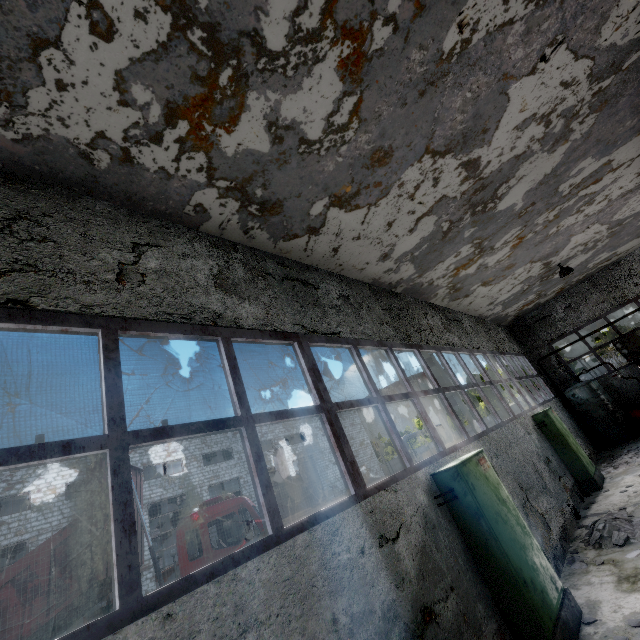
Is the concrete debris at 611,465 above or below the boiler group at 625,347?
below

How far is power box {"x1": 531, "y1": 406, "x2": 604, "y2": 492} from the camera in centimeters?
→ 968cm

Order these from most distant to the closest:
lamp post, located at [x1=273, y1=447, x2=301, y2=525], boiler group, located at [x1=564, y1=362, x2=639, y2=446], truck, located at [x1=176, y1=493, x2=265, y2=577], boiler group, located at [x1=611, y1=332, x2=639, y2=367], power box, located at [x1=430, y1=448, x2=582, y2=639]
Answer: boiler group, located at [x1=611, y1=332, x2=639, y2=367]
boiler group, located at [x1=564, y1=362, x2=639, y2=446]
lamp post, located at [x1=273, y1=447, x2=301, y2=525]
truck, located at [x1=176, y1=493, x2=265, y2=577]
power box, located at [x1=430, y1=448, x2=582, y2=639]

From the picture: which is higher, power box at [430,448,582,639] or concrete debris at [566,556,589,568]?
power box at [430,448,582,639]

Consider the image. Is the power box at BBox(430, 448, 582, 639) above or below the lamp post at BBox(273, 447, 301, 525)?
below

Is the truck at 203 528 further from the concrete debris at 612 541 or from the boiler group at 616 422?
the boiler group at 616 422

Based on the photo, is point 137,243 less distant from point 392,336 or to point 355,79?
point 355,79

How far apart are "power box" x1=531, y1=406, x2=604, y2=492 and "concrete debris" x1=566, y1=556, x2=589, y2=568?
4.29m
